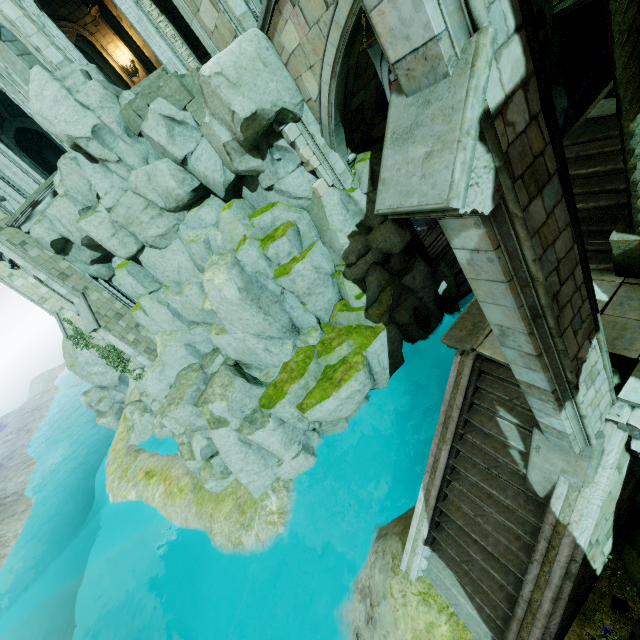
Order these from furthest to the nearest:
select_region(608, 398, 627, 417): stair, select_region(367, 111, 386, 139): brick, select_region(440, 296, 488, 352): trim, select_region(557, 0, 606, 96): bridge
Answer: select_region(557, 0, 606, 96): bridge
select_region(367, 111, 386, 139): brick
select_region(440, 296, 488, 352): trim
select_region(608, 398, 627, 417): stair

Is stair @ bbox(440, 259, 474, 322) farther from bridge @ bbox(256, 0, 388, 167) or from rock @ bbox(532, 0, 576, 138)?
bridge @ bbox(256, 0, 388, 167)

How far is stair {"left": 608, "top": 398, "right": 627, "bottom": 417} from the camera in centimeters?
497cm

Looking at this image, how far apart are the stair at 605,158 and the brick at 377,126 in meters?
6.4

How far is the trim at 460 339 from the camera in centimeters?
735cm

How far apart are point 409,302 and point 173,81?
12.2m

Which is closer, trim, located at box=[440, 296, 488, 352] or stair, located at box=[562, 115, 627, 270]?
stair, located at box=[562, 115, 627, 270]

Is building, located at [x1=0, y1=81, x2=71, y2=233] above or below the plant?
above
